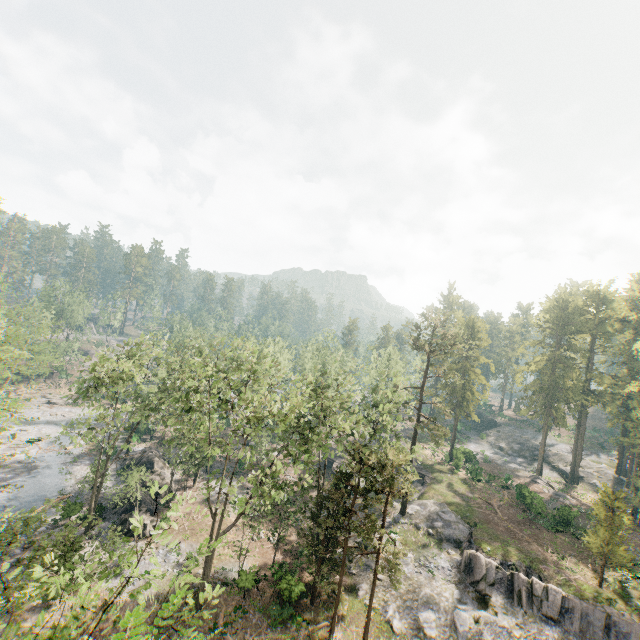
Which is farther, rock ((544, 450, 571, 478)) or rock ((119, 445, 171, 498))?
rock ((544, 450, 571, 478))

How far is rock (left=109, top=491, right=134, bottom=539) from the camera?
30.95m

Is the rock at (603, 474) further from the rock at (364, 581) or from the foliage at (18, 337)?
the rock at (364, 581)

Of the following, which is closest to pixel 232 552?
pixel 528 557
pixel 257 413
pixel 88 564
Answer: pixel 257 413

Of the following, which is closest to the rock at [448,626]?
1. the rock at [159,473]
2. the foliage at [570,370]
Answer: the foliage at [570,370]

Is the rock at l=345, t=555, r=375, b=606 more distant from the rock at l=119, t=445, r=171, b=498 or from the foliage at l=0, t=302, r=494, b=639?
the rock at l=119, t=445, r=171, b=498

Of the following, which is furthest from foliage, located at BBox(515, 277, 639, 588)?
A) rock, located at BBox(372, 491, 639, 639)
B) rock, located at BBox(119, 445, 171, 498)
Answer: rock, located at BBox(119, 445, 171, 498)

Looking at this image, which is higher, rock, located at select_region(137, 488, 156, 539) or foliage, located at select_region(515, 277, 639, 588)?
foliage, located at select_region(515, 277, 639, 588)
